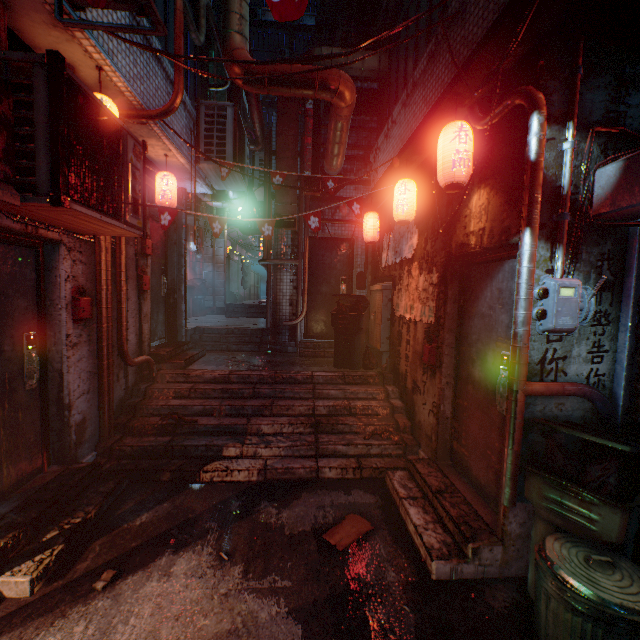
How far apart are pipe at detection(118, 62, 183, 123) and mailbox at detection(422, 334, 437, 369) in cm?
338

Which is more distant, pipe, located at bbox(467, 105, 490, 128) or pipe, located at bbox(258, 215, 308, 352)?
pipe, located at bbox(258, 215, 308, 352)

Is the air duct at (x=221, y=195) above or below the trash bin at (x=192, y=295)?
above

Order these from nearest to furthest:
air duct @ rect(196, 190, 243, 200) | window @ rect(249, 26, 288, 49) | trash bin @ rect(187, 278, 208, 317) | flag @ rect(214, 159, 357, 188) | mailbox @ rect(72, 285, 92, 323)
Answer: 1. mailbox @ rect(72, 285, 92, 323)
2. flag @ rect(214, 159, 357, 188)
3. air duct @ rect(196, 190, 243, 200)
4. trash bin @ rect(187, 278, 208, 317)
5. window @ rect(249, 26, 288, 49)

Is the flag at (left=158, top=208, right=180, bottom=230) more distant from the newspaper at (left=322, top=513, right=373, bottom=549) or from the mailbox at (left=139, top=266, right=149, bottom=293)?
the newspaper at (left=322, top=513, right=373, bottom=549)

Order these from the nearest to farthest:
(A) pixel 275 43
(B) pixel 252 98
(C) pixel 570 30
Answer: (C) pixel 570 30 → (B) pixel 252 98 → (A) pixel 275 43

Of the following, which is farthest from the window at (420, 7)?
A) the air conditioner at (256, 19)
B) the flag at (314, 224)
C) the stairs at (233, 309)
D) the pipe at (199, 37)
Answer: the air conditioner at (256, 19)

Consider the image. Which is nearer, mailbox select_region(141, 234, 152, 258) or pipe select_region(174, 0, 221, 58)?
pipe select_region(174, 0, 221, 58)
